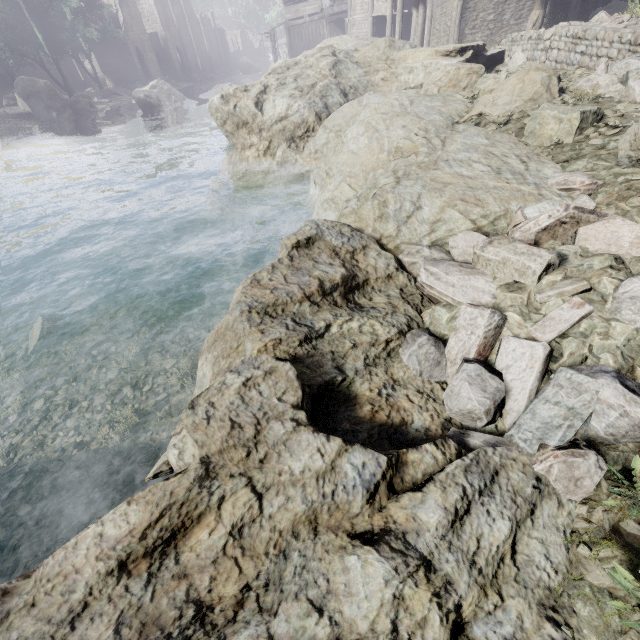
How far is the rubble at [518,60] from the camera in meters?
9.4 m

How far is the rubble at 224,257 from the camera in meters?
8.8 m

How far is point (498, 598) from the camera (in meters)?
1.82

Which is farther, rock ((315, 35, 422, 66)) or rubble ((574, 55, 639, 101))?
rock ((315, 35, 422, 66))

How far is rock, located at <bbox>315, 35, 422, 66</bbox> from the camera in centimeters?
1188cm

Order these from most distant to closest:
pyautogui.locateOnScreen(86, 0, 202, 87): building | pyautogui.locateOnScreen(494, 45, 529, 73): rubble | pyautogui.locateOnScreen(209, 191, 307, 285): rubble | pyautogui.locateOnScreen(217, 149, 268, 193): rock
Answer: pyautogui.locateOnScreen(86, 0, 202, 87): building, pyautogui.locateOnScreen(217, 149, 268, 193): rock, pyautogui.locateOnScreen(494, 45, 529, 73): rubble, pyautogui.locateOnScreen(209, 191, 307, 285): rubble

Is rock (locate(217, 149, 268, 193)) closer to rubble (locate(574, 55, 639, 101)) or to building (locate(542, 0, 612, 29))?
building (locate(542, 0, 612, 29))

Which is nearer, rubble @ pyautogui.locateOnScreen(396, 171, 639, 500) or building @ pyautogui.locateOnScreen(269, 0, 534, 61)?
rubble @ pyautogui.locateOnScreen(396, 171, 639, 500)
